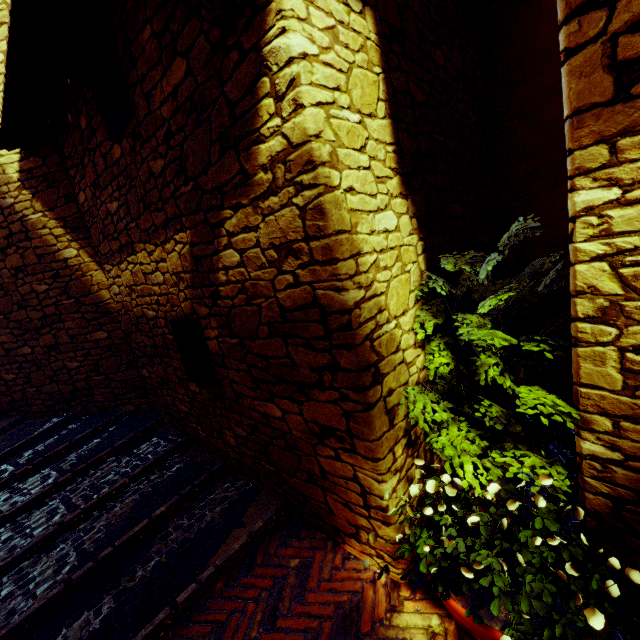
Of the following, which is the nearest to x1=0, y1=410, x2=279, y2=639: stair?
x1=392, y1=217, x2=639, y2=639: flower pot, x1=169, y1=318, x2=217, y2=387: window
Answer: x1=169, y1=318, x2=217, y2=387: window

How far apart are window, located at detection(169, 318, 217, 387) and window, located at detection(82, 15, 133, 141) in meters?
1.8

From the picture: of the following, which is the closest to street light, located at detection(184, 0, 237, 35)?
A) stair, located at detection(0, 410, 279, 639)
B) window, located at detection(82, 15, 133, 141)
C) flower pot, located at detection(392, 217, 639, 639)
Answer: window, located at detection(82, 15, 133, 141)

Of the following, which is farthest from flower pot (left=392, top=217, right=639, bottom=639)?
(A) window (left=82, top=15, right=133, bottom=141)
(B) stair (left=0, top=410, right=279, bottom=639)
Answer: (A) window (left=82, top=15, right=133, bottom=141)

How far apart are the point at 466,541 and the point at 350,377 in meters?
1.1 m

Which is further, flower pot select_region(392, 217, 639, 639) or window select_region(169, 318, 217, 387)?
window select_region(169, 318, 217, 387)

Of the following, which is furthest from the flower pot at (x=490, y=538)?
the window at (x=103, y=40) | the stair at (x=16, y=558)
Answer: the window at (x=103, y=40)

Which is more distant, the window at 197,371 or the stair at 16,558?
the window at 197,371
